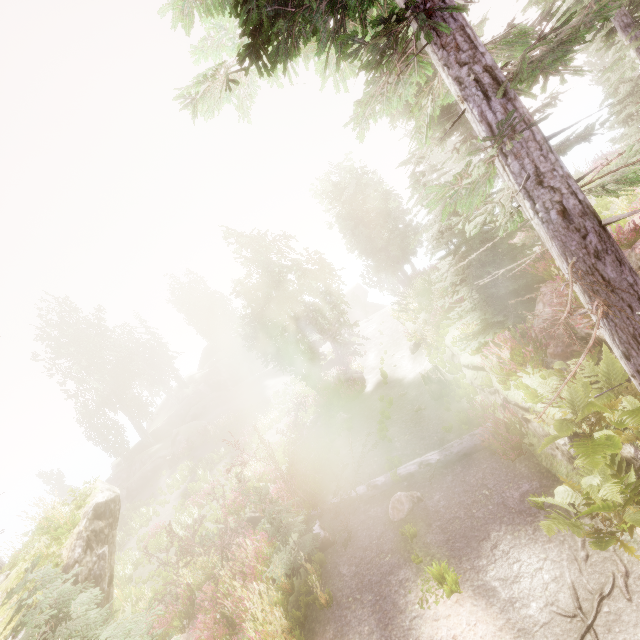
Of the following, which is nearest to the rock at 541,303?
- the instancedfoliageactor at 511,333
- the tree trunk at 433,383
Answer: the instancedfoliageactor at 511,333

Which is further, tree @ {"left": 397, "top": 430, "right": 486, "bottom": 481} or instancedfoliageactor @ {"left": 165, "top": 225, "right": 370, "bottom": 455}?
instancedfoliageactor @ {"left": 165, "top": 225, "right": 370, "bottom": 455}

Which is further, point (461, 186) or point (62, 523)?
point (62, 523)

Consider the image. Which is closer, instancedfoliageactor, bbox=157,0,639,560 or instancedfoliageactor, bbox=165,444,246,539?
instancedfoliageactor, bbox=157,0,639,560

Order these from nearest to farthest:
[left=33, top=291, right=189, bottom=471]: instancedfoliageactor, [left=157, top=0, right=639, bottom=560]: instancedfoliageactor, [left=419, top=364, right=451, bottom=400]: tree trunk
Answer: [left=157, top=0, right=639, bottom=560]: instancedfoliageactor
[left=419, top=364, right=451, bottom=400]: tree trunk
[left=33, top=291, right=189, bottom=471]: instancedfoliageactor

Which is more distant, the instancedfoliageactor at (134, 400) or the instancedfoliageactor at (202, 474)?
the instancedfoliageactor at (134, 400)

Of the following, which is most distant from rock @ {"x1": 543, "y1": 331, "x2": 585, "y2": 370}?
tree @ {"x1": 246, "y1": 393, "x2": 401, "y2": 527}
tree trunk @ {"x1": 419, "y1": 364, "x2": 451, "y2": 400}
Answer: tree trunk @ {"x1": 419, "y1": 364, "x2": 451, "y2": 400}
